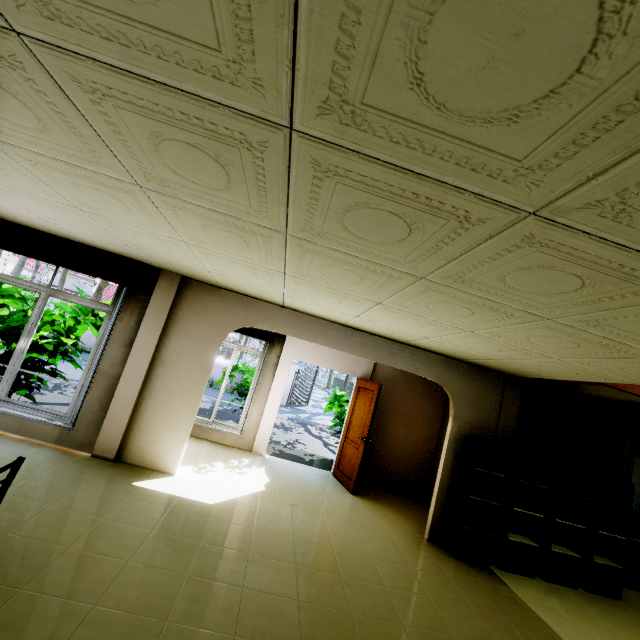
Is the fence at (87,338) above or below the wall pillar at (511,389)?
below

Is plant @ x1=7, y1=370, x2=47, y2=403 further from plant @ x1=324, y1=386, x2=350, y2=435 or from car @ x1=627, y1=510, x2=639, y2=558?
car @ x1=627, y1=510, x2=639, y2=558

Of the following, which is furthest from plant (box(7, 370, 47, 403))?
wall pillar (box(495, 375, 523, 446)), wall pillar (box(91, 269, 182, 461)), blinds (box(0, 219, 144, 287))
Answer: wall pillar (box(495, 375, 523, 446))

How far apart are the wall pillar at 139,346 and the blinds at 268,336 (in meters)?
1.98

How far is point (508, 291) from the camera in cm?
207

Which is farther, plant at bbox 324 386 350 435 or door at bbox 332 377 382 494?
plant at bbox 324 386 350 435

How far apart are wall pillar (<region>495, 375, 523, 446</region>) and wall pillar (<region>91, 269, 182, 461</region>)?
5.5m

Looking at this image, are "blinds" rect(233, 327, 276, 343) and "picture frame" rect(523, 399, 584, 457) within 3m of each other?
no
